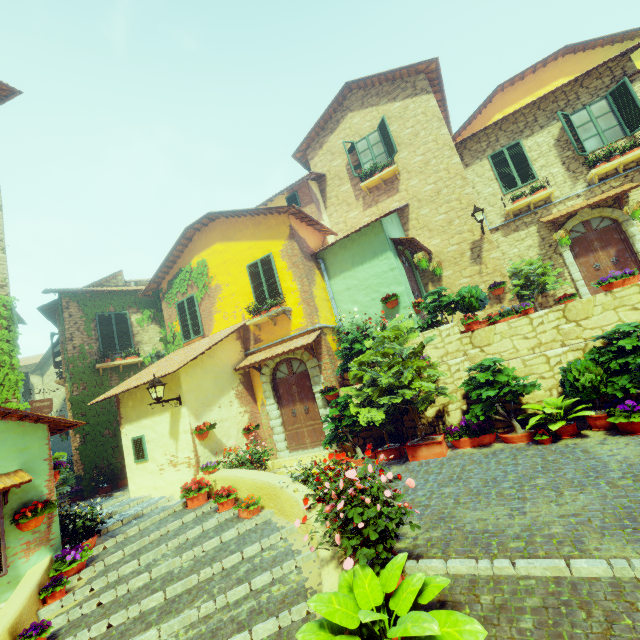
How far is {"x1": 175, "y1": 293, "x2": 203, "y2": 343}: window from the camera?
12.0m

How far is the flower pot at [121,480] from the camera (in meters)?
10.61

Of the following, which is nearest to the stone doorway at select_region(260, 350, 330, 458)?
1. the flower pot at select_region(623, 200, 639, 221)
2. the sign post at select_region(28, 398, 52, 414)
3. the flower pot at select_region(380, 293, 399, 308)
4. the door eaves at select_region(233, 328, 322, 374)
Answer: the door eaves at select_region(233, 328, 322, 374)

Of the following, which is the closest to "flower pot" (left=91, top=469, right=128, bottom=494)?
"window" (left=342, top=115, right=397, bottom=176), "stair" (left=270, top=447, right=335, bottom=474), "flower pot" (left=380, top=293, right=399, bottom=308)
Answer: "stair" (left=270, top=447, right=335, bottom=474)

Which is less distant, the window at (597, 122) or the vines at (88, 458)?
the window at (597, 122)

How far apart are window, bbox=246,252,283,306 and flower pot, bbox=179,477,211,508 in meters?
4.7 m

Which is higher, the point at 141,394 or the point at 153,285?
the point at 153,285

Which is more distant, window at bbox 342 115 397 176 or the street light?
window at bbox 342 115 397 176
